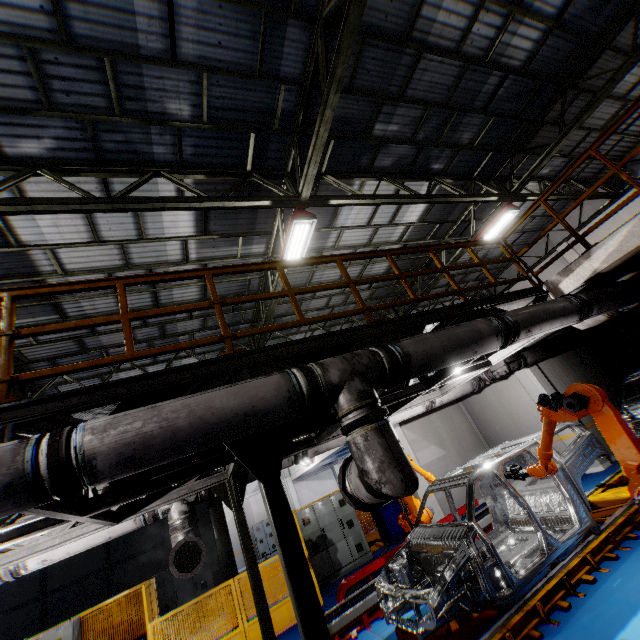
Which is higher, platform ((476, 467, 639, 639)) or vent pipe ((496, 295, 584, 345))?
vent pipe ((496, 295, 584, 345))

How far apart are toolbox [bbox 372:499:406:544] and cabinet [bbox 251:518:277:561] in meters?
13.7

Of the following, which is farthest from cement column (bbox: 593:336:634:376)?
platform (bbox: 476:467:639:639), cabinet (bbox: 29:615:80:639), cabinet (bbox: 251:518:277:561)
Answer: cabinet (bbox: 251:518:277:561)

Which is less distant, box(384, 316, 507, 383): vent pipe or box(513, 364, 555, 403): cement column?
box(384, 316, 507, 383): vent pipe

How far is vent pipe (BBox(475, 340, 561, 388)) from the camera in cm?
929

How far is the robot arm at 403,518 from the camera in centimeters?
755cm

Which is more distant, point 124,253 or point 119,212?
point 124,253

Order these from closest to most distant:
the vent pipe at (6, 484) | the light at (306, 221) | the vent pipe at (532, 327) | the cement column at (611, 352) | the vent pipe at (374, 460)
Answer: the vent pipe at (6, 484), the vent pipe at (374, 460), the vent pipe at (532, 327), the light at (306, 221), the cement column at (611, 352)
